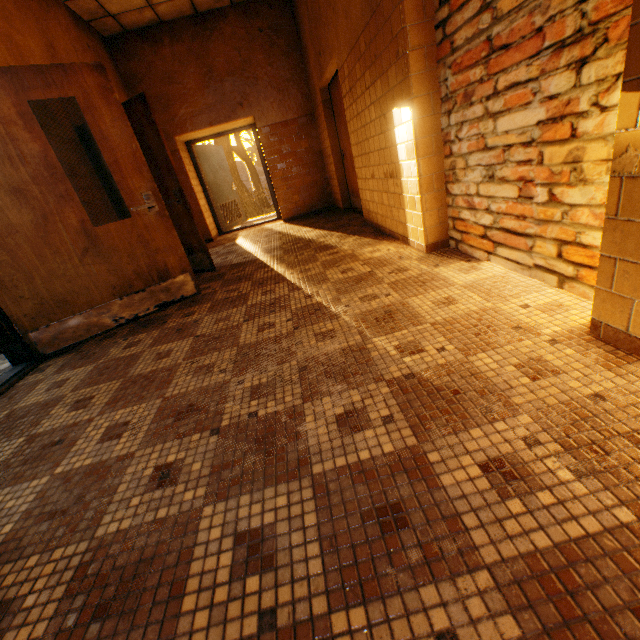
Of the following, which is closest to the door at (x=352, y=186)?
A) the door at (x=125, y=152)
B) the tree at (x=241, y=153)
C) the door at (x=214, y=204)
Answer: the door at (x=214, y=204)

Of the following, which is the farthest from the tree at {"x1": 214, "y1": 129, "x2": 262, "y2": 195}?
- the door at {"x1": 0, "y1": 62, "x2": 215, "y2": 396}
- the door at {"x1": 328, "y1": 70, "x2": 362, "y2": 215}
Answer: the door at {"x1": 0, "y1": 62, "x2": 215, "y2": 396}

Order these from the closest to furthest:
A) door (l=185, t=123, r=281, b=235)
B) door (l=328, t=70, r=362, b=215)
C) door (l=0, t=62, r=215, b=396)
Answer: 1. door (l=0, t=62, r=215, b=396)
2. door (l=328, t=70, r=362, b=215)
3. door (l=185, t=123, r=281, b=235)

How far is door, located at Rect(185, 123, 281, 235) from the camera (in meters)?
7.56

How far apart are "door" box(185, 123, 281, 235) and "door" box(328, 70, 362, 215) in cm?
243

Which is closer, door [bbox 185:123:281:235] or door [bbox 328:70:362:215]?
door [bbox 328:70:362:215]

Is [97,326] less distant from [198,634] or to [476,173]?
[198,634]
